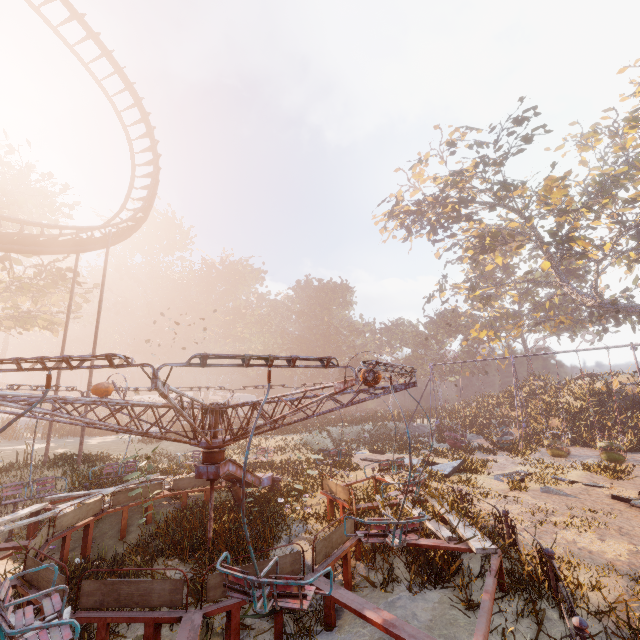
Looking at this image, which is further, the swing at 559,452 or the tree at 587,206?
the tree at 587,206

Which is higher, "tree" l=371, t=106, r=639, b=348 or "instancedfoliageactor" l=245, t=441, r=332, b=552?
"tree" l=371, t=106, r=639, b=348

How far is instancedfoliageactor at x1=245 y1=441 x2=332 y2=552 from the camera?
8.04m

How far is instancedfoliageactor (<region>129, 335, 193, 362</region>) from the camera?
56.7m

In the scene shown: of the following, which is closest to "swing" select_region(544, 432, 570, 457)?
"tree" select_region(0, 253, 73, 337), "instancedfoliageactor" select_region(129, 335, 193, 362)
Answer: "instancedfoliageactor" select_region(129, 335, 193, 362)

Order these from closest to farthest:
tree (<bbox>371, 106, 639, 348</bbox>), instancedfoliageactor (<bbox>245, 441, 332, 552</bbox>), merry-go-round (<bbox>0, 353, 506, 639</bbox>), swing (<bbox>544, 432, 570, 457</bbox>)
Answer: merry-go-round (<bbox>0, 353, 506, 639</bbox>) → instancedfoliageactor (<bbox>245, 441, 332, 552</bbox>) → swing (<bbox>544, 432, 570, 457</bbox>) → tree (<bbox>371, 106, 639, 348</bbox>)

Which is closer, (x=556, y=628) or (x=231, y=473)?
(x=556, y=628)
